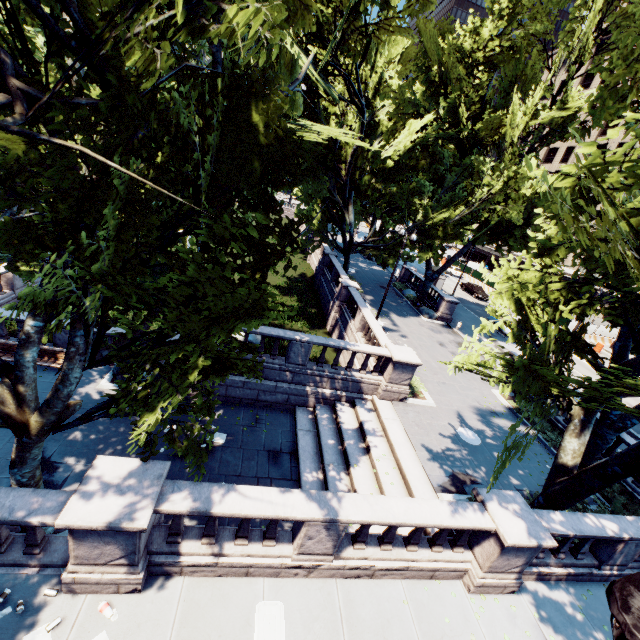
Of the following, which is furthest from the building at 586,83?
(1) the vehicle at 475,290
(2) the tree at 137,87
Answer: (1) the vehicle at 475,290

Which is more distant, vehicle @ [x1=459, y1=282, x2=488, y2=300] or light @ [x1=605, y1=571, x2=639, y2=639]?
vehicle @ [x1=459, y1=282, x2=488, y2=300]

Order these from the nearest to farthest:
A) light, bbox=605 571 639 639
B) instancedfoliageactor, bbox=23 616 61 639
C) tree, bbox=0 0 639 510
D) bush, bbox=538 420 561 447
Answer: light, bbox=605 571 639 639, tree, bbox=0 0 639 510, instancedfoliageactor, bbox=23 616 61 639, bush, bbox=538 420 561 447

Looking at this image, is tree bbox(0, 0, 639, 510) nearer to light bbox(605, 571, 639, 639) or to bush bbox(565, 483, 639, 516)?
bush bbox(565, 483, 639, 516)

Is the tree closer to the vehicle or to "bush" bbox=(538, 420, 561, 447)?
"bush" bbox=(538, 420, 561, 447)

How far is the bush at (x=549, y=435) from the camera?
15.58m

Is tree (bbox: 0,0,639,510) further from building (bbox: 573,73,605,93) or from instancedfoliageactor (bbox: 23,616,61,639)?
building (bbox: 573,73,605,93)

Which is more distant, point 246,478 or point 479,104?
point 479,104
